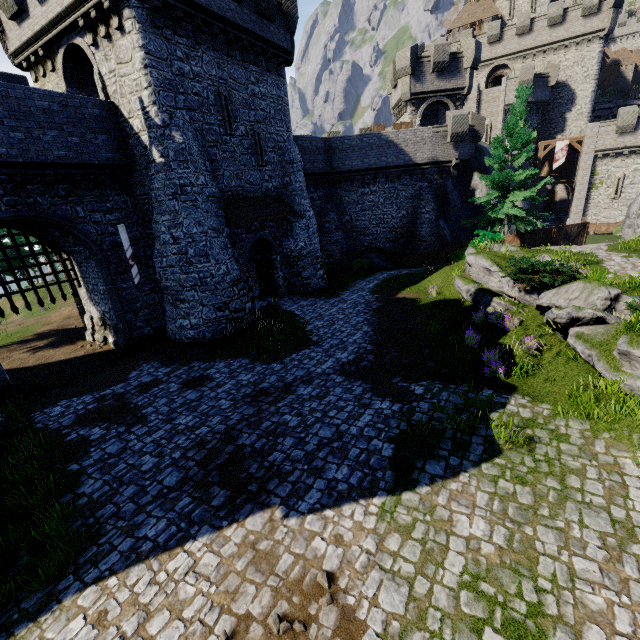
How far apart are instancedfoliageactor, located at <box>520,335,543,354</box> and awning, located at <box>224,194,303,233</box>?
13.4m

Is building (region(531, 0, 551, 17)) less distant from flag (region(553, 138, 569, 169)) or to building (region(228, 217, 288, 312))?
flag (region(553, 138, 569, 169))

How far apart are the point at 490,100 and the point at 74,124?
43.0 meters

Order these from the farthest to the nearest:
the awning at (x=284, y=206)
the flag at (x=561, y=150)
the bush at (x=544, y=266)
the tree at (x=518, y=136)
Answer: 1. the flag at (x=561, y=150)
2. the tree at (x=518, y=136)
3. the awning at (x=284, y=206)
4. the bush at (x=544, y=266)

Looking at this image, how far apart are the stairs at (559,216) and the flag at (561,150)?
6.96m

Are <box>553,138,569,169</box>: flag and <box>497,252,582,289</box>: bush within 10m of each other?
no

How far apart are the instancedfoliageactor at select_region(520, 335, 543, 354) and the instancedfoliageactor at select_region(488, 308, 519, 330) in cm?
115

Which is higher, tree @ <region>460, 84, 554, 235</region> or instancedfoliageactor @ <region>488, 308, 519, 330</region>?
tree @ <region>460, 84, 554, 235</region>
